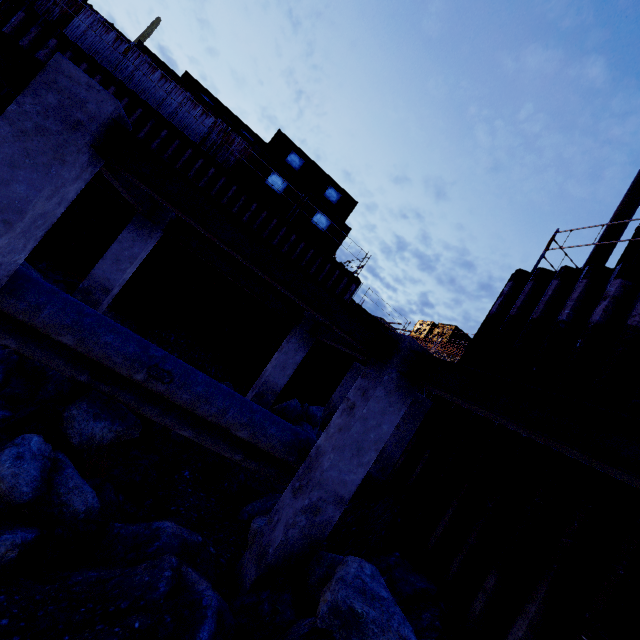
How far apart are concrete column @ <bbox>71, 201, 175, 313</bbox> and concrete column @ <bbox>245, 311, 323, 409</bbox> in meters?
4.3 m

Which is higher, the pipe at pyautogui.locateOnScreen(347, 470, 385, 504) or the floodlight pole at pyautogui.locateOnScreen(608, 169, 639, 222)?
→ the floodlight pole at pyautogui.locateOnScreen(608, 169, 639, 222)

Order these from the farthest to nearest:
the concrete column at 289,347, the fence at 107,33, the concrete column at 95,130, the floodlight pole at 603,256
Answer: the fence at 107,33 < the concrete column at 289,347 < the floodlight pole at 603,256 < the concrete column at 95,130

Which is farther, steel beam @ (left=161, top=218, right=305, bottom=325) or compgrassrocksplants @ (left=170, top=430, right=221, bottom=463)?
steel beam @ (left=161, top=218, right=305, bottom=325)

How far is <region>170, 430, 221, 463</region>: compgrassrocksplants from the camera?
7.6 meters

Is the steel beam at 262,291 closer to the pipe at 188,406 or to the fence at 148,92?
the pipe at 188,406

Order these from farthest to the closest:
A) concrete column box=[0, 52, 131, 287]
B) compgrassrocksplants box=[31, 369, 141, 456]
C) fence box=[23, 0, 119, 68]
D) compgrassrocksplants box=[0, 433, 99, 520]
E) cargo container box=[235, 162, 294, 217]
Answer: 1. cargo container box=[235, 162, 294, 217]
2. fence box=[23, 0, 119, 68]
3. compgrassrocksplants box=[31, 369, 141, 456]
4. compgrassrocksplants box=[0, 433, 99, 520]
5. concrete column box=[0, 52, 131, 287]

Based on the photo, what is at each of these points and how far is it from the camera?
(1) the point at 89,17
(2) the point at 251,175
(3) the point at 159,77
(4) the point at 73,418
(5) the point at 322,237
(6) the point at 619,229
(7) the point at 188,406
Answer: (1) fence, 12.8m
(2) cargo container, 15.3m
(3) fence, 13.7m
(4) compgrassrocksplants, 5.7m
(5) cargo container, 16.7m
(6) floodlight pole, 6.7m
(7) pipe, 5.7m
